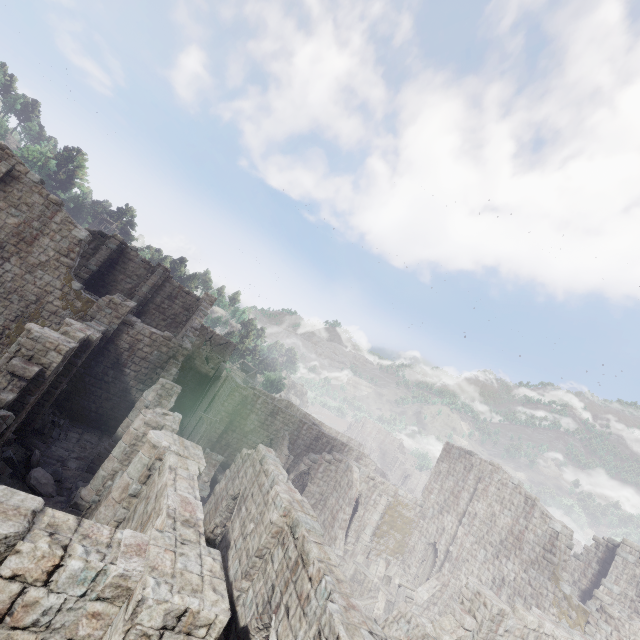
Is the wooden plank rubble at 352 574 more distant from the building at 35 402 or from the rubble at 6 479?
the rubble at 6 479

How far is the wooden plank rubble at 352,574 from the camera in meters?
18.2

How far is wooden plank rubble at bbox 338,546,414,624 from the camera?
18.2m

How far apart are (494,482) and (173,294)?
32.4m

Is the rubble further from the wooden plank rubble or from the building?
the wooden plank rubble

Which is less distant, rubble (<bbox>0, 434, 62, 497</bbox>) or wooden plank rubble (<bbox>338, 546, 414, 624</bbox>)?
rubble (<bbox>0, 434, 62, 497</bbox>)

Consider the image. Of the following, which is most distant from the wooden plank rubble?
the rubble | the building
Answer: the rubble

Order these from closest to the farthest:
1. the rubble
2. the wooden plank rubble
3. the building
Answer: the building, the rubble, the wooden plank rubble
